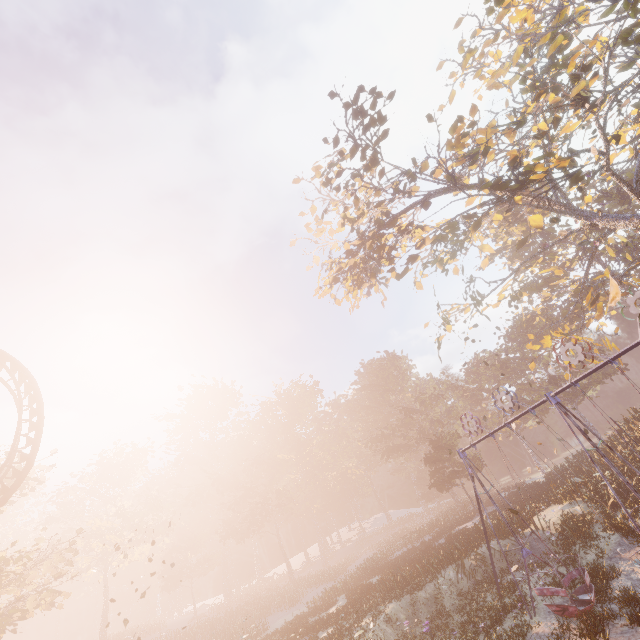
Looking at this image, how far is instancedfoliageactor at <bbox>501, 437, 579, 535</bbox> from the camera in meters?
20.9 m

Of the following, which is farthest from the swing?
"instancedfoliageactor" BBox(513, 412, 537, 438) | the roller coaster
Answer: "instancedfoliageactor" BBox(513, 412, 537, 438)

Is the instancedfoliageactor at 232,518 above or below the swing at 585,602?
above

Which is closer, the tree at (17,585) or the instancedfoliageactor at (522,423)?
the tree at (17,585)

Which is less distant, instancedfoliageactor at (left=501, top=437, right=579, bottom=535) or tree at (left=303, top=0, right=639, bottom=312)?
tree at (left=303, top=0, right=639, bottom=312)

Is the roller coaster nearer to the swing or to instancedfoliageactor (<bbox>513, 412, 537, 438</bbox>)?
the swing

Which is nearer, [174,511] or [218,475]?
[174,511]

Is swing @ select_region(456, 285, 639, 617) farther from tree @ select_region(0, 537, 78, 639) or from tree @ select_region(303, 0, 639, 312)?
tree @ select_region(0, 537, 78, 639)
